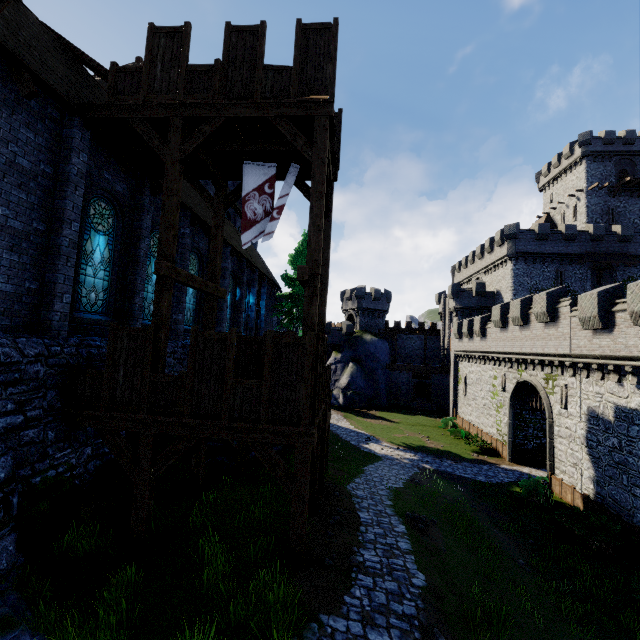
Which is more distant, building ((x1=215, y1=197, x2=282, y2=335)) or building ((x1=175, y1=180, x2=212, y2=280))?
Answer: building ((x1=215, y1=197, x2=282, y2=335))

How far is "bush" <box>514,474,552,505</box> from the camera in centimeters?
1786cm

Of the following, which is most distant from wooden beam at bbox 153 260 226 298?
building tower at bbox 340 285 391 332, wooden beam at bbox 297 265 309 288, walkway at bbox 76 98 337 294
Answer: building tower at bbox 340 285 391 332

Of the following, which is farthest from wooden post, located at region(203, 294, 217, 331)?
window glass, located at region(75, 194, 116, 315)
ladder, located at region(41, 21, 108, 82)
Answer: ladder, located at region(41, 21, 108, 82)

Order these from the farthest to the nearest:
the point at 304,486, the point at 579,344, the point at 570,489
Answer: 1. the point at 570,489
2. the point at 579,344
3. the point at 304,486

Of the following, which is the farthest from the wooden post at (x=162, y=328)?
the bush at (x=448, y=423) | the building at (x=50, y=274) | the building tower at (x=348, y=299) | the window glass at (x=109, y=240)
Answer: the building tower at (x=348, y=299)

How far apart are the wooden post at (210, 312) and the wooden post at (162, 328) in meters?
2.6 m

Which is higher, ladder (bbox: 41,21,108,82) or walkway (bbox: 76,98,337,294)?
ladder (bbox: 41,21,108,82)
